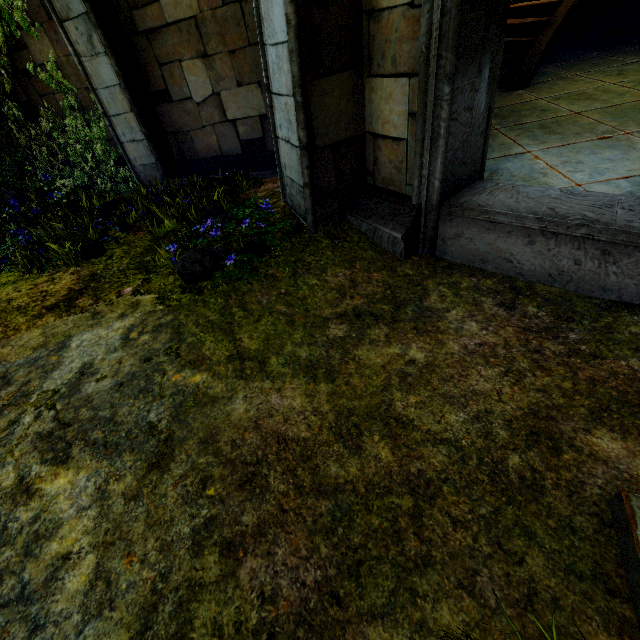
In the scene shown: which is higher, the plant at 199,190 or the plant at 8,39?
the plant at 8,39

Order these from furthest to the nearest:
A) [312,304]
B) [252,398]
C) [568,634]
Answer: [312,304] < [252,398] < [568,634]

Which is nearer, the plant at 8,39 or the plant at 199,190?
the plant at 199,190

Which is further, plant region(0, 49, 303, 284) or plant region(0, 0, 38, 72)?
plant region(0, 0, 38, 72)

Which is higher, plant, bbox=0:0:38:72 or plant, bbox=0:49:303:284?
plant, bbox=0:0:38:72
